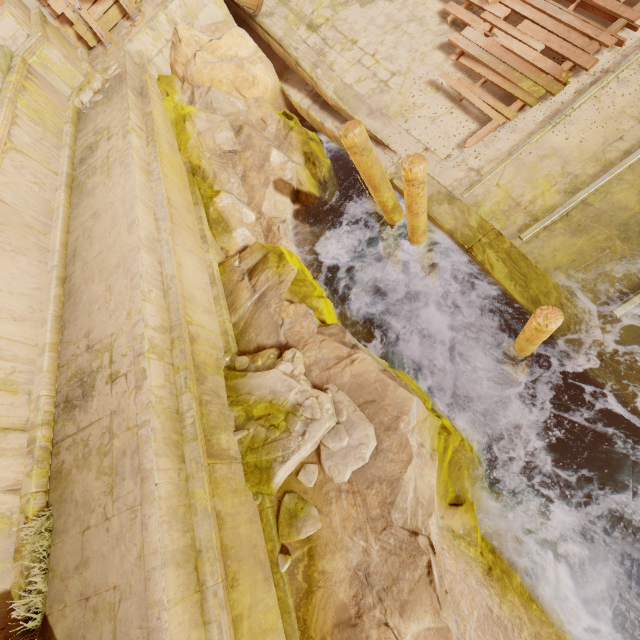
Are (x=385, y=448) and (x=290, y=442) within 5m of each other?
yes

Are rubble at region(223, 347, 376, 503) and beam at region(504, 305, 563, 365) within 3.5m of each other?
yes

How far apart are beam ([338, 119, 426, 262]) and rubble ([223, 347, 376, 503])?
2.8m

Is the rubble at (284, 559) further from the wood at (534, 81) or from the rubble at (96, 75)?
the rubble at (96, 75)

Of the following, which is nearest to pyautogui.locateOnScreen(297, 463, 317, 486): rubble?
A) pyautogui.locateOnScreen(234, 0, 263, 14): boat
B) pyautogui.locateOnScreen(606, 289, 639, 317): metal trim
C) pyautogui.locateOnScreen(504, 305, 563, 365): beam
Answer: pyautogui.locateOnScreen(504, 305, 563, 365): beam

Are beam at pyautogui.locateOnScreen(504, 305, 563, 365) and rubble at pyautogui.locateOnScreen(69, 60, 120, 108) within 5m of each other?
no

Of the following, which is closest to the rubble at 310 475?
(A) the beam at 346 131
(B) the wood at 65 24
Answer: (A) the beam at 346 131

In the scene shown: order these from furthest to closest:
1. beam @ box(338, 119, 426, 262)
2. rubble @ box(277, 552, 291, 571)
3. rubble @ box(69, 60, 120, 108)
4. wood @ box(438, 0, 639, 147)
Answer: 1. rubble @ box(69, 60, 120, 108)
2. wood @ box(438, 0, 639, 147)
3. beam @ box(338, 119, 426, 262)
4. rubble @ box(277, 552, 291, 571)
